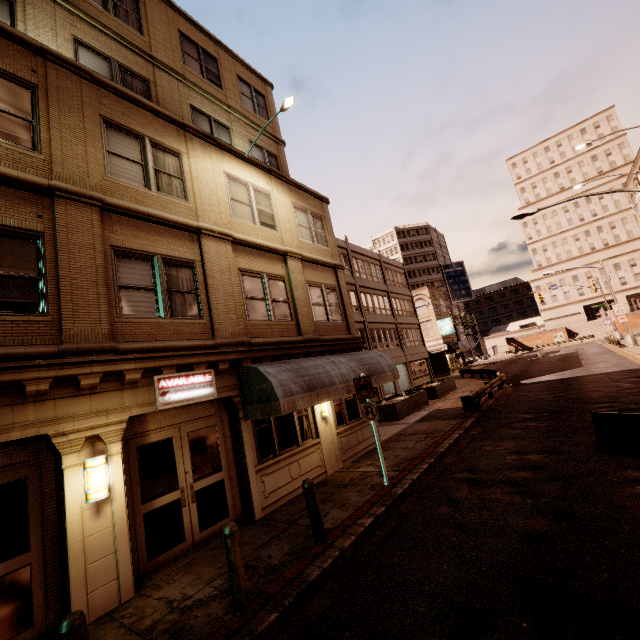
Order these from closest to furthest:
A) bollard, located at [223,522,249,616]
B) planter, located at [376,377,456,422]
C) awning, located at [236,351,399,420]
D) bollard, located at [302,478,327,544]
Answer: bollard, located at [223,522,249,616]
bollard, located at [302,478,327,544]
awning, located at [236,351,399,420]
planter, located at [376,377,456,422]

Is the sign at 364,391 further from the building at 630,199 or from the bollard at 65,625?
the building at 630,199

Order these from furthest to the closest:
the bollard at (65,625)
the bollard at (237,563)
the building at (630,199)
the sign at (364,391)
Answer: the building at (630,199), the sign at (364,391), the bollard at (237,563), the bollard at (65,625)

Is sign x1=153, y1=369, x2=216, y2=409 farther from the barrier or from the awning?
the barrier

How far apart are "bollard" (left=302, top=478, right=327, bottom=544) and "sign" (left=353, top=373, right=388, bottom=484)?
2.8m

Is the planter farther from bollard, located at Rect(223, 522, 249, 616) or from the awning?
bollard, located at Rect(223, 522, 249, 616)

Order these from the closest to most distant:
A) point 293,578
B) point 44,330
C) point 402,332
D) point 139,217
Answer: point 293,578
point 44,330
point 139,217
point 402,332

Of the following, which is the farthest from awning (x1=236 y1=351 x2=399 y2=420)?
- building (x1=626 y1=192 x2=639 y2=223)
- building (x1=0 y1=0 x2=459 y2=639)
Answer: building (x1=626 y1=192 x2=639 y2=223)
